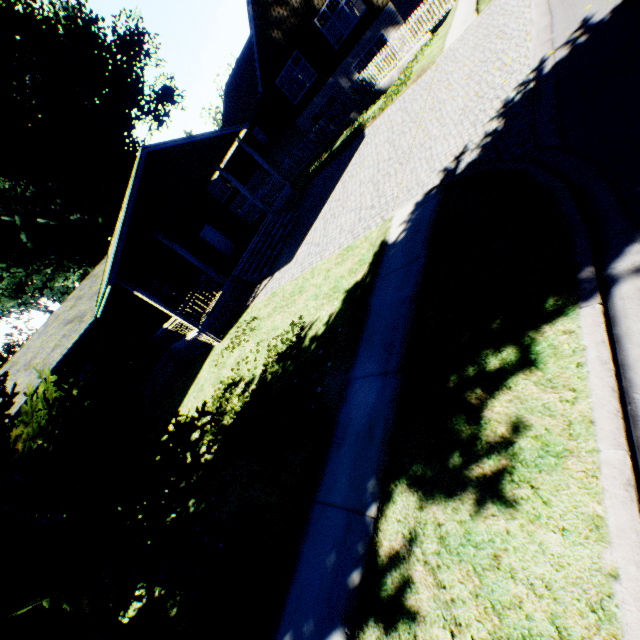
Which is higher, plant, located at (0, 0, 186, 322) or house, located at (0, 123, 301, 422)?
plant, located at (0, 0, 186, 322)

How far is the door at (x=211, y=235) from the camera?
19.9m

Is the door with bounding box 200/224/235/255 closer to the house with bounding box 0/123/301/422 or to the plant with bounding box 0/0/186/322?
the house with bounding box 0/123/301/422

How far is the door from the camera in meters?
19.9

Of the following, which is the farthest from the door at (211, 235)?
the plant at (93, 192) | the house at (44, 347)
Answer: the plant at (93, 192)

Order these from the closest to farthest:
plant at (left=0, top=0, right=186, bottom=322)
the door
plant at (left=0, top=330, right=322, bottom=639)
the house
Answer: plant at (left=0, top=330, right=322, bottom=639) < the house < the door < plant at (left=0, top=0, right=186, bottom=322)

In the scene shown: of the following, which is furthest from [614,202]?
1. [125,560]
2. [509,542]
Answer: [125,560]

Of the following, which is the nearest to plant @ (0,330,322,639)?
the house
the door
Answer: the house
